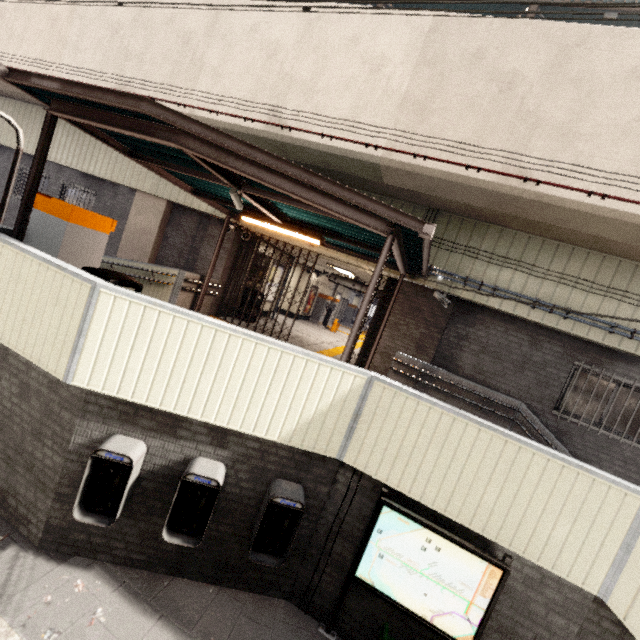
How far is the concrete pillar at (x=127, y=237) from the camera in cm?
1020

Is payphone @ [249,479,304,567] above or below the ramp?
below

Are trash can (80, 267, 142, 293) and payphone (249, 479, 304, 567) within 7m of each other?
yes

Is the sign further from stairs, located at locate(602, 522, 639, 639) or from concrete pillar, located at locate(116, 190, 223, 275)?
concrete pillar, located at locate(116, 190, 223, 275)

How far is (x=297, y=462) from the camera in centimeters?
419cm

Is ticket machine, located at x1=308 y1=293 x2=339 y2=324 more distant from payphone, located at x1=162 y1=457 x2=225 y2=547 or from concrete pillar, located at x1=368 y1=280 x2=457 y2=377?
payphone, located at x1=162 y1=457 x2=225 y2=547

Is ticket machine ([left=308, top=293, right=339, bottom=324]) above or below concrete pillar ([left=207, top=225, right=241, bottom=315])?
below

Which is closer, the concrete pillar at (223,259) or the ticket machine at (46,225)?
the ticket machine at (46,225)
